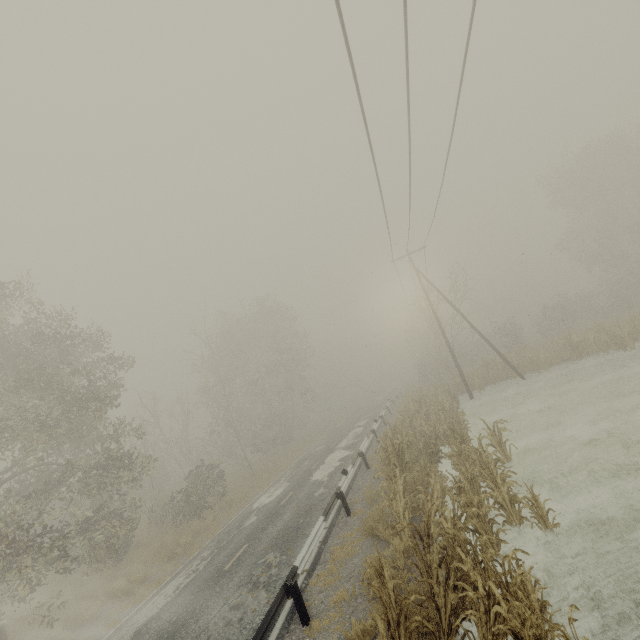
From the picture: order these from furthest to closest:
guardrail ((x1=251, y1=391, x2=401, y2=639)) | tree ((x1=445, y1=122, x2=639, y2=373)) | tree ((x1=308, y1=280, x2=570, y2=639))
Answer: tree ((x1=445, y1=122, x2=639, y2=373)), guardrail ((x1=251, y1=391, x2=401, y2=639)), tree ((x1=308, y1=280, x2=570, y2=639))

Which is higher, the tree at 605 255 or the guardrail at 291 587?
the tree at 605 255

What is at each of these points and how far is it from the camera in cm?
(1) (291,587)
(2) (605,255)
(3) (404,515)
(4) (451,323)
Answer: (1) guardrail, 733
(2) tree, 3384
(3) tree, 877
(4) tree, 3086

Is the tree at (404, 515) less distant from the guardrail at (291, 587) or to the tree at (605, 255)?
the guardrail at (291, 587)

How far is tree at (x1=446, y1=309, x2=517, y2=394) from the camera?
24.6 meters

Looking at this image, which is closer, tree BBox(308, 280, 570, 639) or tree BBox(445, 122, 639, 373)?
tree BBox(308, 280, 570, 639)

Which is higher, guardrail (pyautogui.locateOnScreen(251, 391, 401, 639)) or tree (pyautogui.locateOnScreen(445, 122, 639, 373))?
tree (pyautogui.locateOnScreen(445, 122, 639, 373))

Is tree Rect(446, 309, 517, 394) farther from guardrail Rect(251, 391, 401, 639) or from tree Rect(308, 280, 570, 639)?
tree Rect(308, 280, 570, 639)
